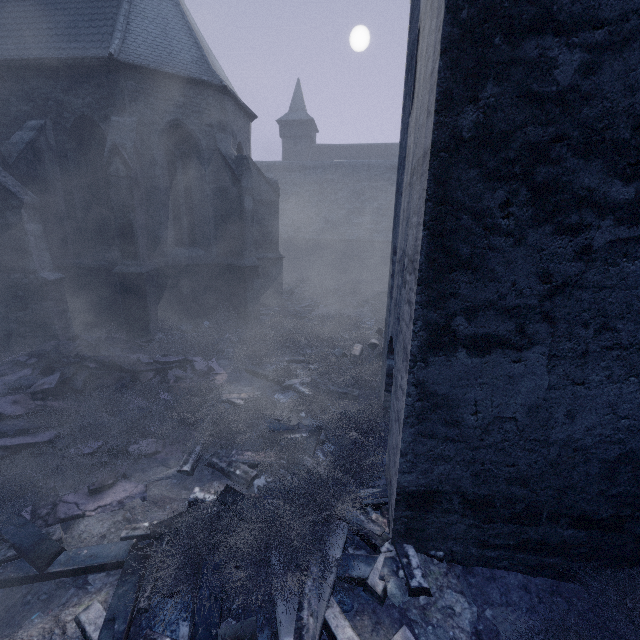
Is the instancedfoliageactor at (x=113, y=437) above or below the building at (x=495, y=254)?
below

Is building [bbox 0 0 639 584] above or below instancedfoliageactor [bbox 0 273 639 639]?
above

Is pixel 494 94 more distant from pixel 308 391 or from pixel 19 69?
pixel 19 69
